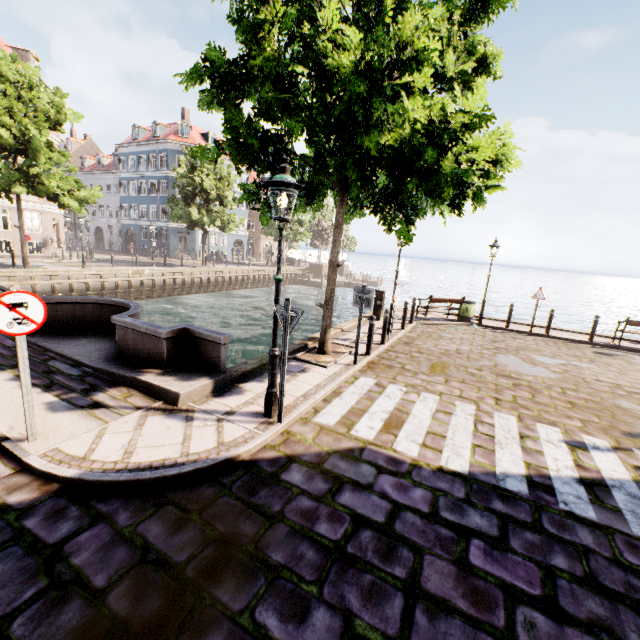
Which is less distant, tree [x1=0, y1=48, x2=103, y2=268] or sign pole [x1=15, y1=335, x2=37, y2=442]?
sign pole [x1=15, y1=335, x2=37, y2=442]

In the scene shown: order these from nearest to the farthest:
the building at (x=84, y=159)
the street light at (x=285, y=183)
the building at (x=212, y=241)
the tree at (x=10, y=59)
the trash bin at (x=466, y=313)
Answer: the street light at (x=285, y=183)
the trash bin at (x=466, y=313)
the tree at (x=10, y=59)
the building at (x=84, y=159)
the building at (x=212, y=241)

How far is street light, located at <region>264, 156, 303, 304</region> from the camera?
4.32m

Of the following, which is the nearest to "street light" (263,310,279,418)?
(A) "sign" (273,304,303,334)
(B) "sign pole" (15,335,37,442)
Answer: (A) "sign" (273,304,303,334)

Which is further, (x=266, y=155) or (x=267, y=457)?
(x=266, y=155)

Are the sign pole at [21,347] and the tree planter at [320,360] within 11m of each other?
yes

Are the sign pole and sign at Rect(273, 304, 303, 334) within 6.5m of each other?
yes

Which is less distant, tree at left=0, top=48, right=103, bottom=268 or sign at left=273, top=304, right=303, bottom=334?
sign at left=273, top=304, right=303, bottom=334
